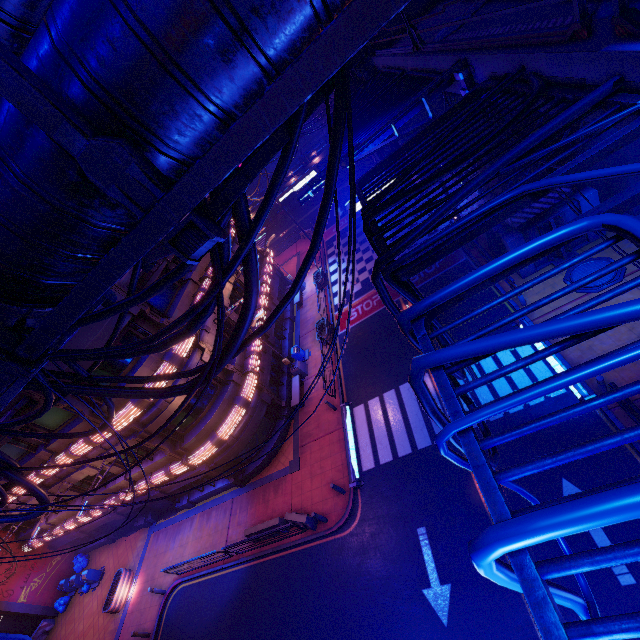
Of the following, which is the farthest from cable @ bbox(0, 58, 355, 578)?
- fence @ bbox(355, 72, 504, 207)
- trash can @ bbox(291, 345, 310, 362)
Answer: trash can @ bbox(291, 345, 310, 362)

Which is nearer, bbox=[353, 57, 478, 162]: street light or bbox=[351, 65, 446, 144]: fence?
bbox=[353, 57, 478, 162]: street light

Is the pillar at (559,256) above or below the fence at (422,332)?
below

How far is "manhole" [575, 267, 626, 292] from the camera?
13.9 meters

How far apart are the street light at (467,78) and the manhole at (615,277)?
13.5 meters

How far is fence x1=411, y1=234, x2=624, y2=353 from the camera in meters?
1.9

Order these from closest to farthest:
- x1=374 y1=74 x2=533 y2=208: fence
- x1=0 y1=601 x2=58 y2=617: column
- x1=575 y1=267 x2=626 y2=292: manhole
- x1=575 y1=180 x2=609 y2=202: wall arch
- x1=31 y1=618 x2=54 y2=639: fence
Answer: x1=374 y1=74 x2=533 y2=208: fence, x1=575 y1=267 x2=626 y2=292: manhole, x1=575 y1=180 x2=609 y2=202: wall arch, x1=0 y1=601 x2=58 y2=617: column, x1=31 y1=618 x2=54 y2=639: fence

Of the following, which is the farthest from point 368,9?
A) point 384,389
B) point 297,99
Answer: point 384,389
